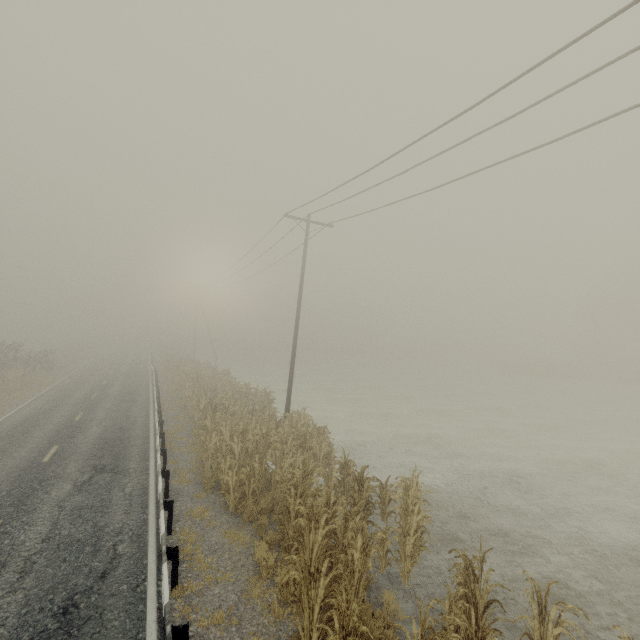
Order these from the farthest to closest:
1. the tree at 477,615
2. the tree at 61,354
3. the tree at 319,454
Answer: the tree at 61,354 < the tree at 319,454 < the tree at 477,615

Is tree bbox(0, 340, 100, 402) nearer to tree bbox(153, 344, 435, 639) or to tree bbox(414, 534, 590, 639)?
tree bbox(153, 344, 435, 639)

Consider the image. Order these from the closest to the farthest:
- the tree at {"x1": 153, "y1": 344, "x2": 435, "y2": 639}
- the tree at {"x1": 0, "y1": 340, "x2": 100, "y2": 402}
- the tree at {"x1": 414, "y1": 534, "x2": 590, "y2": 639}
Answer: the tree at {"x1": 414, "y1": 534, "x2": 590, "y2": 639}, the tree at {"x1": 153, "y1": 344, "x2": 435, "y2": 639}, the tree at {"x1": 0, "y1": 340, "x2": 100, "y2": 402}

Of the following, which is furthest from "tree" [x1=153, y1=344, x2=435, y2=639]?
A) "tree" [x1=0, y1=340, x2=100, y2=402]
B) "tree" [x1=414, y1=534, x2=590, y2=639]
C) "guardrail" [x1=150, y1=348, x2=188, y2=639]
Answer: "tree" [x1=0, y1=340, x2=100, y2=402]

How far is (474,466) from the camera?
14.7 meters

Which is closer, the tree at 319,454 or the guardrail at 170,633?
the guardrail at 170,633

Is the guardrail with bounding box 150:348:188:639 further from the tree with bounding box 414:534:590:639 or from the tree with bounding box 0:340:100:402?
the tree with bounding box 0:340:100:402
